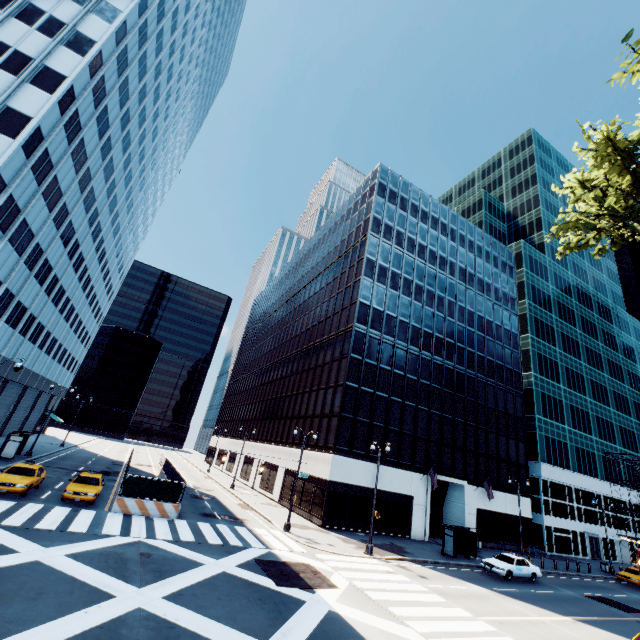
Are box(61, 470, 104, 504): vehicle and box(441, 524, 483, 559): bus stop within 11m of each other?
no

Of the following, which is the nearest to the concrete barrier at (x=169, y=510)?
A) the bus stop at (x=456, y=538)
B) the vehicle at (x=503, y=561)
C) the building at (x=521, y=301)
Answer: the building at (x=521, y=301)

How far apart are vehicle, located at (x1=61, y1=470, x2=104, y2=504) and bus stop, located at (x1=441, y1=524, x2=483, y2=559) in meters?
26.7

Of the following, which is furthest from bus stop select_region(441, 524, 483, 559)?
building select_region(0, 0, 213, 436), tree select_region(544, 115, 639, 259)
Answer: building select_region(0, 0, 213, 436)

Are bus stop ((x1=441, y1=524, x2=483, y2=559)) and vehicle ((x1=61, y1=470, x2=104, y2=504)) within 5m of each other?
no

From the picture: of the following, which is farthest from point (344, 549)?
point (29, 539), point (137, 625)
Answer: point (29, 539)

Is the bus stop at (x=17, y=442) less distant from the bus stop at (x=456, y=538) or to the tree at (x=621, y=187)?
the bus stop at (x=456, y=538)

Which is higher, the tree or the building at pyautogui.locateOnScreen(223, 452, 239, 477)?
the tree
